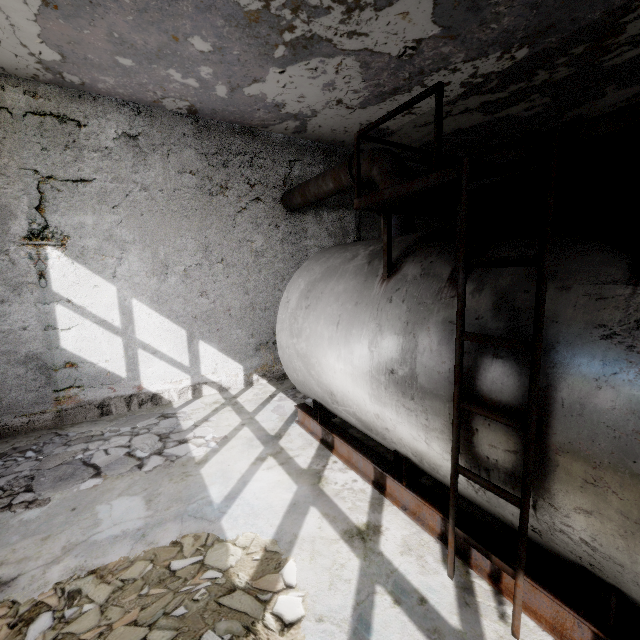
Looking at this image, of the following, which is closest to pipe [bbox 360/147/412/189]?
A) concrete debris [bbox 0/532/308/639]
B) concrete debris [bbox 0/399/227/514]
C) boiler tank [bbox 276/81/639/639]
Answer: boiler tank [bbox 276/81/639/639]

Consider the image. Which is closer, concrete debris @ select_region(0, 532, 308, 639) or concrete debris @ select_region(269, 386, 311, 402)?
concrete debris @ select_region(0, 532, 308, 639)

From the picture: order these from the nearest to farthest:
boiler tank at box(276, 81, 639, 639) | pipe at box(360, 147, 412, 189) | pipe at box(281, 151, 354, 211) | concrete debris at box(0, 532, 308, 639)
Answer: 1. boiler tank at box(276, 81, 639, 639)
2. concrete debris at box(0, 532, 308, 639)
3. pipe at box(360, 147, 412, 189)
4. pipe at box(281, 151, 354, 211)

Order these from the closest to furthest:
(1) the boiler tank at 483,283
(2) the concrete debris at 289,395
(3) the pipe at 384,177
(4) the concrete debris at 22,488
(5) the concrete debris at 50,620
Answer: (1) the boiler tank at 483,283, (5) the concrete debris at 50,620, (4) the concrete debris at 22,488, (3) the pipe at 384,177, (2) the concrete debris at 289,395

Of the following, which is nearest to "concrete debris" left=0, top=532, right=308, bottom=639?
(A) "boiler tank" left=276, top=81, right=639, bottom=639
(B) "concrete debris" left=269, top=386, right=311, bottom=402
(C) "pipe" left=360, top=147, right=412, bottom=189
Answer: (A) "boiler tank" left=276, top=81, right=639, bottom=639

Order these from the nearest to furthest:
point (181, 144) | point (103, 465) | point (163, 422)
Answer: point (103, 465) < point (163, 422) < point (181, 144)

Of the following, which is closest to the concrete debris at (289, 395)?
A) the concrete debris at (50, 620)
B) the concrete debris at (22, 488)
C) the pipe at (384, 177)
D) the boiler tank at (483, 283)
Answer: the boiler tank at (483, 283)

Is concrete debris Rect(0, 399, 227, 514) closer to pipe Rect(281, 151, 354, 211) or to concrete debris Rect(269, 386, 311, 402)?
concrete debris Rect(269, 386, 311, 402)
